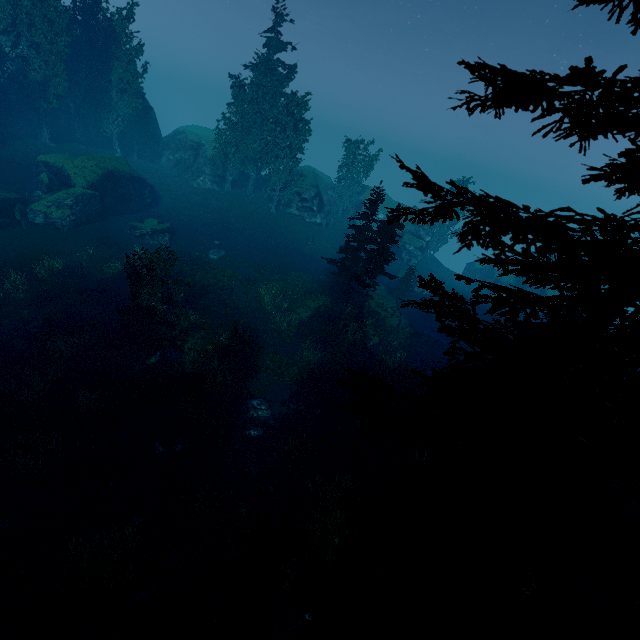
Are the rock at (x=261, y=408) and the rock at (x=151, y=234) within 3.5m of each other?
no

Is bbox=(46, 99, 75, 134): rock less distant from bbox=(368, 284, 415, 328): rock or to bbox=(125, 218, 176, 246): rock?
bbox=(125, 218, 176, 246): rock

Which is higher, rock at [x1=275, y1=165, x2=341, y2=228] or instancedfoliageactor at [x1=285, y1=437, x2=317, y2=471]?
rock at [x1=275, y1=165, x2=341, y2=228]

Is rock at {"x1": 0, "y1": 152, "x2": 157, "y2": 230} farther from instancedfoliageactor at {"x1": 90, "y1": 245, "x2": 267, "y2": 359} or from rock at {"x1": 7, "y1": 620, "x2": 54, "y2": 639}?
rock at {"x1": 7, "y1": 620, "x2": 54, "y2": 639}

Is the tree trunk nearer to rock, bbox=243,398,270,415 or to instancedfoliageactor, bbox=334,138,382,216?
instancedfoliageactor, bbox=334,138,382,216

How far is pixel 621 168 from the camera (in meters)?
4.25

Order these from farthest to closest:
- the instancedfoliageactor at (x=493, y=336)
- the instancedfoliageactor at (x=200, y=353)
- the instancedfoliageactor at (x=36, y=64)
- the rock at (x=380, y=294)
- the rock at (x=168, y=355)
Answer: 1. the rock at (x=380, y=294)
2. the instancedfoliageactor at (x=36, y=64)
3. the rock at (x=168, y=355)
4. the instancedfoliageactor at (x=200, y=353)
5. the instancedfoliageactor at (x=493, y=336)

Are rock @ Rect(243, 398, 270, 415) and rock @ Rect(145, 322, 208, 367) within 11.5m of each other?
yes
